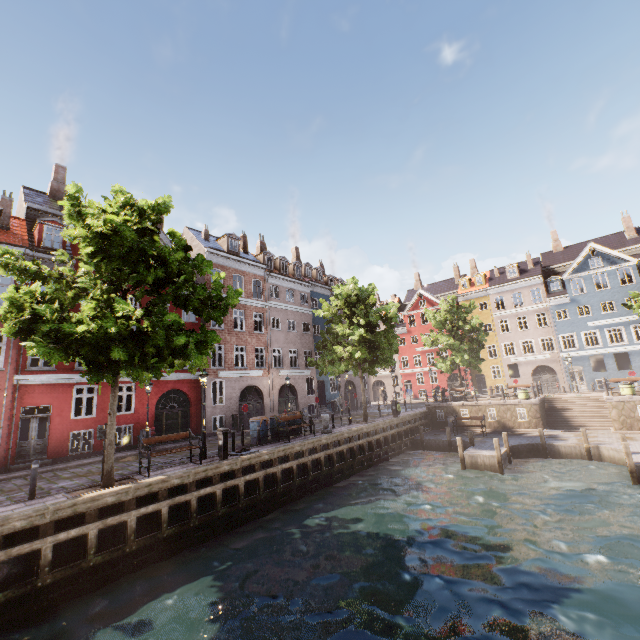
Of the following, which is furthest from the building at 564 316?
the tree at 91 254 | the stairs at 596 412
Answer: the stairs at 596 412

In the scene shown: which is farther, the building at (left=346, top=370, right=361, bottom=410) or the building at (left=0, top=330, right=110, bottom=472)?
the building at (left=346, top=370, right=361, bottom=410)

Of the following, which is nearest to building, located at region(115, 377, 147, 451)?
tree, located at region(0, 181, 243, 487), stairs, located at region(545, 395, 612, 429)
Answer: tree, located at region(0, 181, 243, 487)

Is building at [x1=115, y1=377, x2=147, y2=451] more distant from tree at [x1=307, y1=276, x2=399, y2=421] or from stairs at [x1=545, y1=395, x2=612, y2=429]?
stairs at [x1=545, y1=395, x2=612, y2=429]

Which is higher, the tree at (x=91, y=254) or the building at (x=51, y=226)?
the building at (x=51, y=226)

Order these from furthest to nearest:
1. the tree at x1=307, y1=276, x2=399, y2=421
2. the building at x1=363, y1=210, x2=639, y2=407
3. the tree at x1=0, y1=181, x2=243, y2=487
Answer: the building at x1=363, y1=210, x2=639, y2=407 < the tree at x1=307, y1=276, x2=399, y2=421 < the tree at x1=0, y1=181, x2=243, y2=487

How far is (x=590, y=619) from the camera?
6.4m
